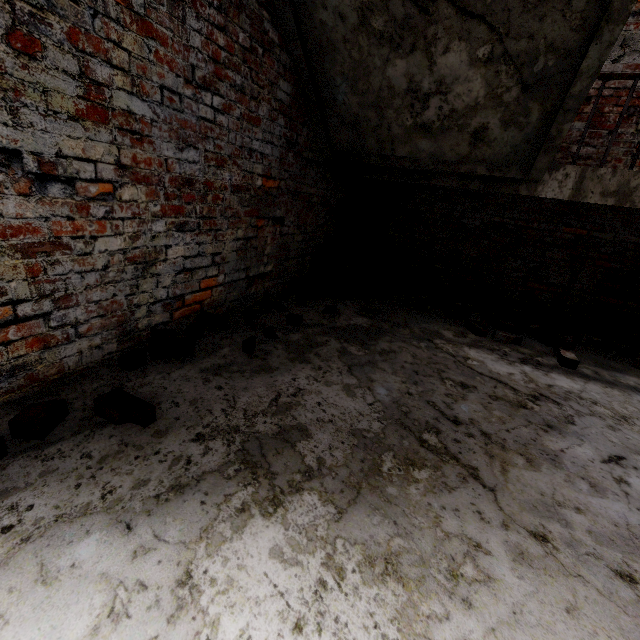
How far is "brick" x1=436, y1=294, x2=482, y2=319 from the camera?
3.9 meters

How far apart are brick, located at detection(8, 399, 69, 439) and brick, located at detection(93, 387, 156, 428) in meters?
0.1 m

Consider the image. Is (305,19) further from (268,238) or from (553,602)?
(553,602)

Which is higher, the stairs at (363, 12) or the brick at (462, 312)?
the stairs at (363, 12)

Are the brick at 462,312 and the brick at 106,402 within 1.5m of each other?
no

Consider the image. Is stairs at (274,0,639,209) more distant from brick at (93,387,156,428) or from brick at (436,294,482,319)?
brick at (93,387,156,428)

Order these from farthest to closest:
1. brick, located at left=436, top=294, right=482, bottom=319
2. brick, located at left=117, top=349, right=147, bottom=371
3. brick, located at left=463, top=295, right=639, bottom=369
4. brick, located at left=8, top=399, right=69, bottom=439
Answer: brick, located at left=436, top=294, right=482, bottom=319 → brick, located at left=463, top=295, right=639, bottom=369 → brick, located at left=117, top=349, right=147, bottom=371 → brick, located at left=8, top=399, right=69, bottom=439

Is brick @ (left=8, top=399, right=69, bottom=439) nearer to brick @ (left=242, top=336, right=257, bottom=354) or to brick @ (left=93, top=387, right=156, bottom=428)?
brick @ (left=93, top=387, right=156, bottom=428)
